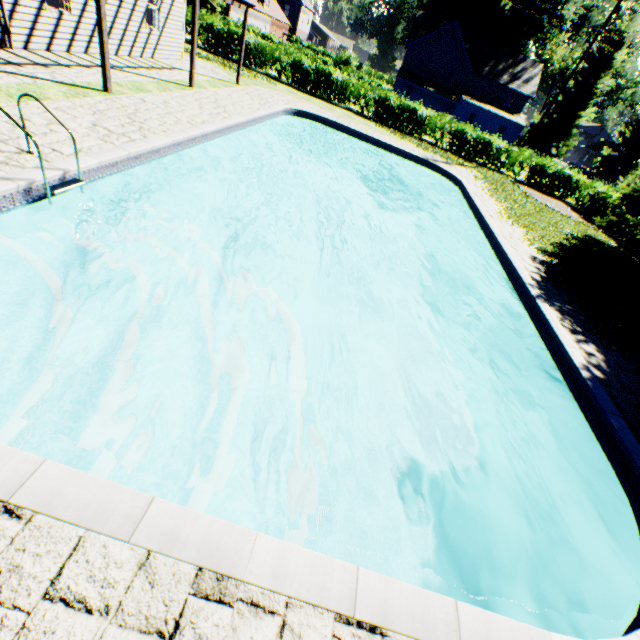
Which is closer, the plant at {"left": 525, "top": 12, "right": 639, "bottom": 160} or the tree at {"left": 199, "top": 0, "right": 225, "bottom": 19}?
the tree at {"left": 199, "top": 0, "right": 225, "bottom": 19}

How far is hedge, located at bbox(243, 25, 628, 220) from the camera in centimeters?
2242cm

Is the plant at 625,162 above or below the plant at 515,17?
below

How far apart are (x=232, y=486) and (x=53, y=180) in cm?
564

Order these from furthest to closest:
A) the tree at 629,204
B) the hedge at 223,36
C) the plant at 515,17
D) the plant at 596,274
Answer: the plant at 515,17 < the hedge at 223,36 < the tree at 629,204 < the plant at 596,274

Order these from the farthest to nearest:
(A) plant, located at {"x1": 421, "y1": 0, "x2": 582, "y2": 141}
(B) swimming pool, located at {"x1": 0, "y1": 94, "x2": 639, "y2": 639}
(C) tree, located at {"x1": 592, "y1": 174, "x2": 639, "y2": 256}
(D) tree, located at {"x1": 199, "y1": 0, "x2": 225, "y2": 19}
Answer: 1. (A) plant, located at {"x1": 421, "y1": 0, "x2": 582, "y2": 141}
2. (D) tree, located at {"x1": 199, "y1": 0, "x2": 225, "y2": 19}
3. (C) tree, located at {"x1": 592, "y1": 174, "x2": 639, "y2": 256}
4. (B) swimming pool, located at {"x1": 0, "y1": 94, "x2": 639, "y2": 639}

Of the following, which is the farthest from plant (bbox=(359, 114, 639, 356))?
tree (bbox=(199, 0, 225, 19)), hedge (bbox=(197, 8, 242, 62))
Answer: hedge (bbox=(197, 8, 242, 62))

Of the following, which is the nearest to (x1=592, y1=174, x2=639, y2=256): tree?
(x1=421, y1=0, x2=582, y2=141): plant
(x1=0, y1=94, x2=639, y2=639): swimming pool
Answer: (x1=421, y1=0, x2=582, y2=141): plant
